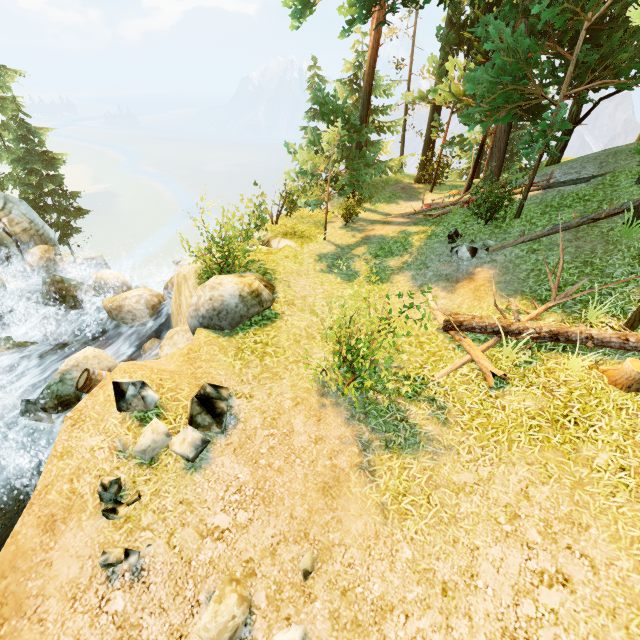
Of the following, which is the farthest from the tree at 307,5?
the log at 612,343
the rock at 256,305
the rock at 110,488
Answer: the rock at 110,488

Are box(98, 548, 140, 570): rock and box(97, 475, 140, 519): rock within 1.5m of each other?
yes

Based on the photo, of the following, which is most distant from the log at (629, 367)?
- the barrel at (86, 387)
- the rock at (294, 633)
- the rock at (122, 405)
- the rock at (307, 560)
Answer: the barrel at (86, 387)

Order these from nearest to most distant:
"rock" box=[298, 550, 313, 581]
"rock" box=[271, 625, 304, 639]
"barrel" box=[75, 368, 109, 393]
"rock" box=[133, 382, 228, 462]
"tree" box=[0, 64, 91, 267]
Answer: "rock" box=[271, 625, 304, 639] < "rock" box=[298, 550, 313, 581] < "rock" box=[133, 382, 228, 462] < "barrel" box=[75, 368, 109, 393] < "tree" box=[0, 64, 91, 267]

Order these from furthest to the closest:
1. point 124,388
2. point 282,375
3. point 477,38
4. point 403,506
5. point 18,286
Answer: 1. point 18,286
2. point 477,38
3. point 282,375
4. point 124,388
5. point 403,506

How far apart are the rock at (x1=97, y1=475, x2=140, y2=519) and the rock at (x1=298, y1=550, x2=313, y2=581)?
2.6 meters

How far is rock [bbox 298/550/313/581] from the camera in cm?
456

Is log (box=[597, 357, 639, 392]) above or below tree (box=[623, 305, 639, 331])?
below
